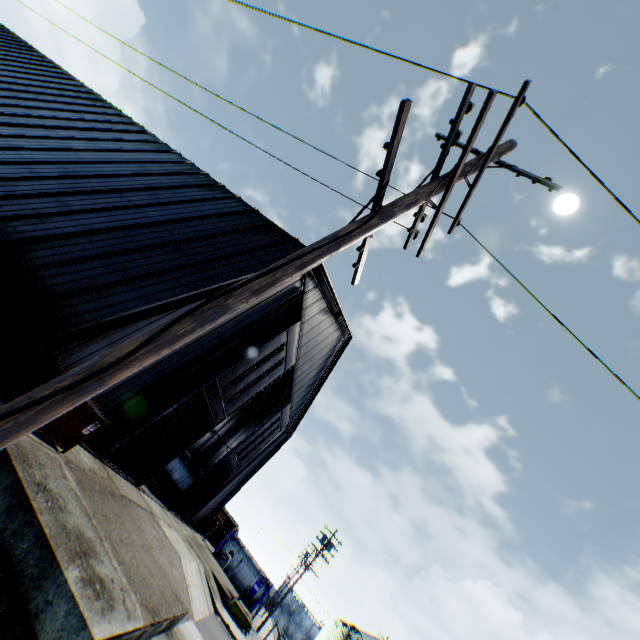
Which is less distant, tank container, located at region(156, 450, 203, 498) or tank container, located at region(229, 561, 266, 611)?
tank container, located at region(156, 450, 203, 498)

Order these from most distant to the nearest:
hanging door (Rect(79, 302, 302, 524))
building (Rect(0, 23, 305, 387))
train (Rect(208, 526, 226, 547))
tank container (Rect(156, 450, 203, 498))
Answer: train (Rect(208, 526, 226, 547)) < tank container (Rect(156, 450, 203, 498)) < hanging door (Rect(79, 302, 302, 524)) < building (Rect(0, 23, 305, 387))

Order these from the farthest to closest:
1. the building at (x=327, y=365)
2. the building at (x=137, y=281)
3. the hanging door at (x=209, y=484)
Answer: the hanging door at (x=209, y=484) < the building at (x=327, y=365) < the building at (x=137, y=281)

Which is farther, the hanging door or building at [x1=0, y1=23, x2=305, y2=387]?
the hanging door

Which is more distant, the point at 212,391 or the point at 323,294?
the point at 323,294

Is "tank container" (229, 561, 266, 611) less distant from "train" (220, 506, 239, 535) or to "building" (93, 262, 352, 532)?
"train" (220, 506, 239, 535)

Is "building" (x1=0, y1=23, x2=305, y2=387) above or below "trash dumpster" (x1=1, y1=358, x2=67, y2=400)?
above

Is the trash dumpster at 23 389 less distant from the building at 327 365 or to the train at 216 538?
the building at 327 365
